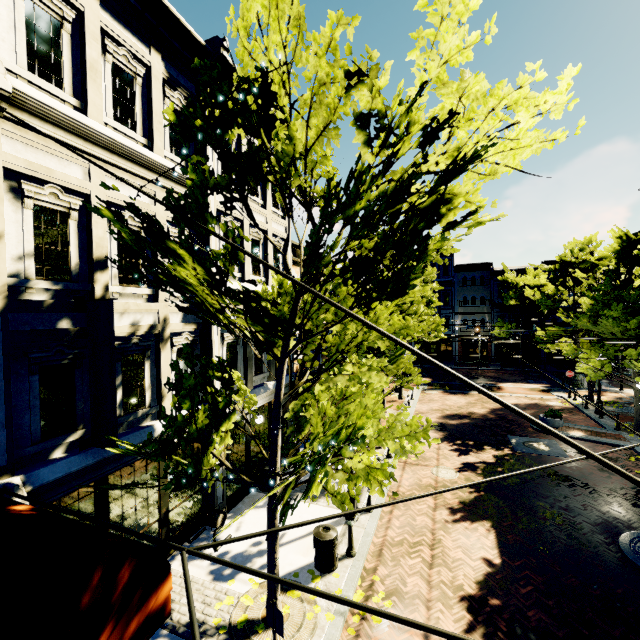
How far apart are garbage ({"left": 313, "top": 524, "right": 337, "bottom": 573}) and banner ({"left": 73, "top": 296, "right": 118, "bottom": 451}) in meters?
5.0 m

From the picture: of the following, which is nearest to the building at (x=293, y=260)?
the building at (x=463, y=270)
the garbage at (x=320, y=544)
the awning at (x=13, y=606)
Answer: the awning at (x=13, y=606)

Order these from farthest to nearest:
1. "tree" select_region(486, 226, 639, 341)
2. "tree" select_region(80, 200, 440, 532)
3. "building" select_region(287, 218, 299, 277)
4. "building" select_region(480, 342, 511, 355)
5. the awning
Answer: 1. "building" select_region(480, 342, 511, 355)
2. "tree" select_region(486, 226, 639, 341)
3. "building" select_region(287, 218, 299, 277)
4. "tree" select_region(80, 200, 440, 532)
5. the awning

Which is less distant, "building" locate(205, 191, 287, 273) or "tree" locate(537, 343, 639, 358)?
"building" locate(205, 191, 287, 273)

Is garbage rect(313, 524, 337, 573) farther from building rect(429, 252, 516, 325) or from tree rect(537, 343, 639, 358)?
building rect(429, 252, 516, 325)

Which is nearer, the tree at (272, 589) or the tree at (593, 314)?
the tree at (272, 589)

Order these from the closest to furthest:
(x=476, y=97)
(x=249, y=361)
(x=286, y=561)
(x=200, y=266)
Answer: (x=200, y=266), (x=476, y=97), (x=286, y=561), (x=249, y=361)

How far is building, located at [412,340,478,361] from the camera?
39.7m
